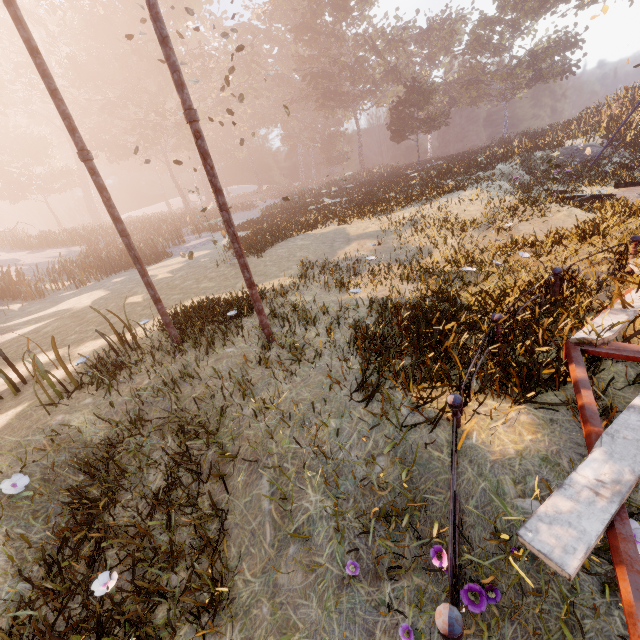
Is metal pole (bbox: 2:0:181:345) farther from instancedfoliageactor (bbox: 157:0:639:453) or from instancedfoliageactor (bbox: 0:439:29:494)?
instancedfoliageactor (bbox: 157:0:639:453)

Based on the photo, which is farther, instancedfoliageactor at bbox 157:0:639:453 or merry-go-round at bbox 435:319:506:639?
instancedfoliageactor at bbox 157:0:639:453

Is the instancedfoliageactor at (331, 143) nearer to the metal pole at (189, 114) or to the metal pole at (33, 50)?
the metal pole at (189, 114)

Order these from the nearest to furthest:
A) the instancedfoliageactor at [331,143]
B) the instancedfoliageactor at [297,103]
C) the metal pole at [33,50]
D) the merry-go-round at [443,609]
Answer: the merry-go-round at [443,609] < the metal pole at [33,50] < the instancedfoliageactor at [297,103] < the instancedfoliageactor at [331,143]

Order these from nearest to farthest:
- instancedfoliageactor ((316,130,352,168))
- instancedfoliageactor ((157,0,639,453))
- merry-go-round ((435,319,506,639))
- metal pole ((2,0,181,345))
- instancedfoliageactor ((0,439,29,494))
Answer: merry-go-round ((435,319,506,639)), instancedfoliageactor ((0,439,29,494)), metal pole ((2,0,181,345)), instancedfoliageactor ((157,0,639,453)), instancedfoliageactor ((316,130,352,168))

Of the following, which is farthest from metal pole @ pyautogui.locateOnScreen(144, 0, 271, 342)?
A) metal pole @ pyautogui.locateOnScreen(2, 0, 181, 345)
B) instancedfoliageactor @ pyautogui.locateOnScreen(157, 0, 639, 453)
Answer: instancedfoliageactor @ pyautogui.locateOnScreen(157, 0, 639, 453)

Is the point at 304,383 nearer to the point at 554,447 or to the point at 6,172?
the point at 554,447

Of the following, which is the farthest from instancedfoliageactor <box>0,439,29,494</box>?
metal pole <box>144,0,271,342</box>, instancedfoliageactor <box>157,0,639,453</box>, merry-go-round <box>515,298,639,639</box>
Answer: instancedfoliageactor <box>157,0,639,453</box>
